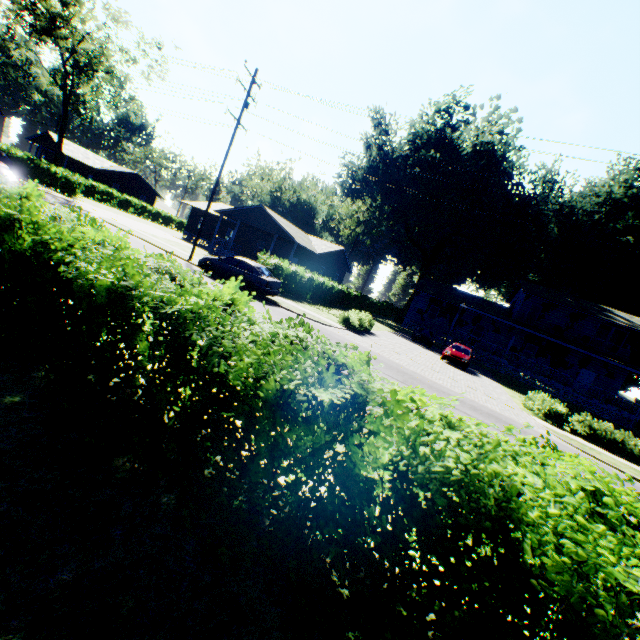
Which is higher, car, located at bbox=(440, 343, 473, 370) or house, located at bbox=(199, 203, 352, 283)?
house, located at bbox=(199, 203, 352, 283)

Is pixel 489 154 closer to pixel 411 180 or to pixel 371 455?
pixel 411 180

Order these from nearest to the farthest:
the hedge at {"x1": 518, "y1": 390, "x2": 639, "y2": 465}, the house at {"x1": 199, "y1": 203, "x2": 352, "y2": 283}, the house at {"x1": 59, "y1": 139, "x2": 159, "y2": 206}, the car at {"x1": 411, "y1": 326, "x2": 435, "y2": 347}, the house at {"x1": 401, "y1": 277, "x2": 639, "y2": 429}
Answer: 1. the hedge at {"x1": 518, "y1": 390, "x2": 639, "y2": 465}
2. the house at {"x1": 401, "y1": 277, "x2": 639, "y2": 429}
3. the car at {"x1": 411, "y1": 326, "x2": 435, "y2": 347}
4. the house at {"x1": 199, "y1": 203, "x2": 352, "y2": 283}
5. the house at {"x1": 59, "y1": 139, "x2": 159, "y2": 206}

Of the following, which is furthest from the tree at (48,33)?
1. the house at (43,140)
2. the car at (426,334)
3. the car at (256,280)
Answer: the car at (426,334)

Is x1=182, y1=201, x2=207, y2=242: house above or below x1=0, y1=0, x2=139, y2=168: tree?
below

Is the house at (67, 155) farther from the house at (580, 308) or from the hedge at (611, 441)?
the hedge at (611, 441)

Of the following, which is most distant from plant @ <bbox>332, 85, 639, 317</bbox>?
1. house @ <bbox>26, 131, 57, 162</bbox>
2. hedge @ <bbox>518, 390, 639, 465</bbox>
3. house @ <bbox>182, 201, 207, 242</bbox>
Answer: house @ <bbox>26, 131, 57, 162</bbox>

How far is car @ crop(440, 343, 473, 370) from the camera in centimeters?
2355cm
